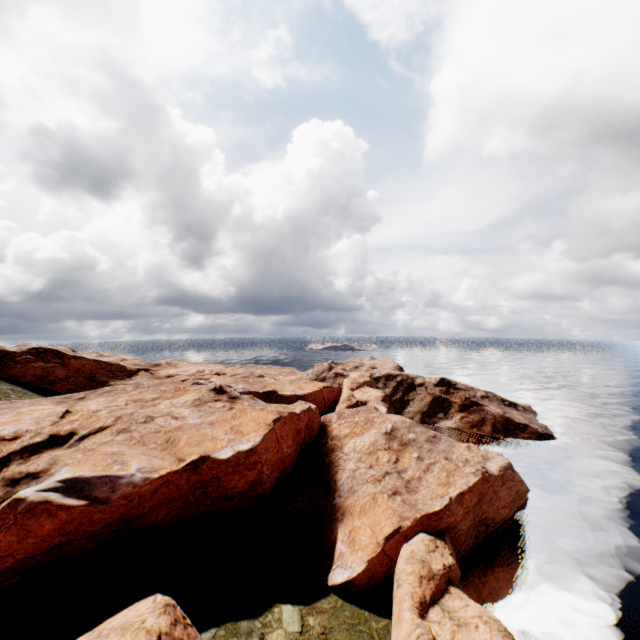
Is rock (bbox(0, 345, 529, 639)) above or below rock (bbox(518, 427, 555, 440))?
above

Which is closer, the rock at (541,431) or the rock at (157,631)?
the rock at (157,631)

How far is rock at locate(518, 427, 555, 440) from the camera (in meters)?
59.04

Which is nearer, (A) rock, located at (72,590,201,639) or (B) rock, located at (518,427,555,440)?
(A) rock, located at (72,590,201,639)

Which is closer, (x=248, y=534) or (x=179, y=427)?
(x=248, y=534)

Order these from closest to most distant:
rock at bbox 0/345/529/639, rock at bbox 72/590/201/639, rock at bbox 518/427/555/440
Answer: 1. rock at bbox 72/590/201/639
2. rock at bbox 0/345/529/639
3. rock at bbox 518/427/555/440

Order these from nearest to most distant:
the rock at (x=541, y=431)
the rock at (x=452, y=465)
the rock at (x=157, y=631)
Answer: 1. the rock at (x=157, y=631)
2. the rock at (x=452, y=465)
3. the rock at (x=541, y=431)
